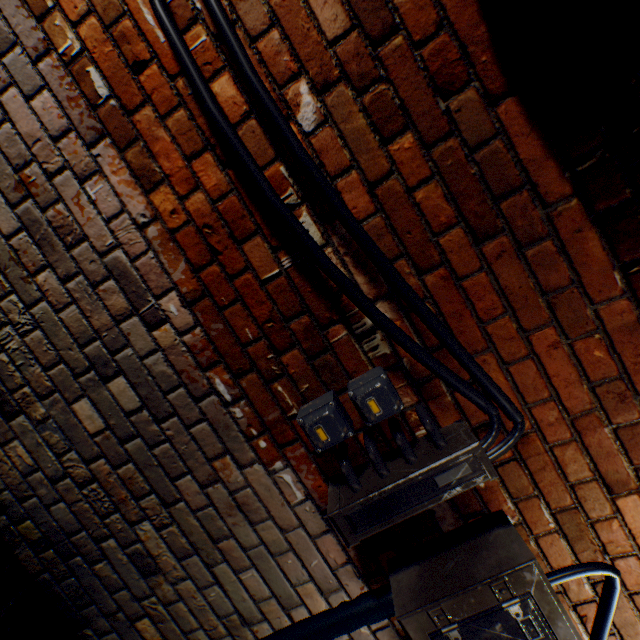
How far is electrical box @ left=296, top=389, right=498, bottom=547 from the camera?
1.0m

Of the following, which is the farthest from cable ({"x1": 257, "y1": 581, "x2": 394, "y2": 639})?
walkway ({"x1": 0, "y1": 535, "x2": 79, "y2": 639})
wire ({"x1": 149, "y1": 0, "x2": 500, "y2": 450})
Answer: wire ({"x1": 149, "y1": 0, "x2": 500, "y2": 450})

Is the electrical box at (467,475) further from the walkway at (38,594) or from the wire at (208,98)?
the walkway at (38,594)

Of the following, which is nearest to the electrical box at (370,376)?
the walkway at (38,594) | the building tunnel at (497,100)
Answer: the building tunnel at (497,100)

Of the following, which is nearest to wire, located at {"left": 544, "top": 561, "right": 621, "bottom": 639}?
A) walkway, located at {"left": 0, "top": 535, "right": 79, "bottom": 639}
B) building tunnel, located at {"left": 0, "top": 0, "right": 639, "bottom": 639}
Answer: building tunnel, located at {"left": 0, "top": 0, "right": 639, "bottom": 639}

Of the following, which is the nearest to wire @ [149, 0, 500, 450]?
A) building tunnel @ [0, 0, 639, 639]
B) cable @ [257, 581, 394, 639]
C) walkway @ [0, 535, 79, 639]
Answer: building tunnel @ [0, 0, 639, 639]

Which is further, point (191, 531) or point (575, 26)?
point (191, 531)

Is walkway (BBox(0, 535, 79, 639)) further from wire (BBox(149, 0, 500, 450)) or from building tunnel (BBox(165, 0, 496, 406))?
wire (BBox(149, 0, 500, 450))
